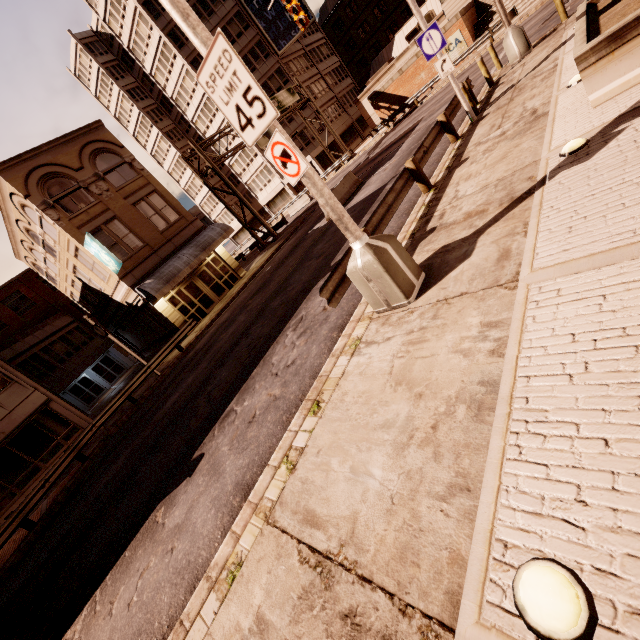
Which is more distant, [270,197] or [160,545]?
[270,197]

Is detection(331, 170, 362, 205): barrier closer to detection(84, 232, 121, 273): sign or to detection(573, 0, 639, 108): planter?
detection(573, 0, 639, 108): planter

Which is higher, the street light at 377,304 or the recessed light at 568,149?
the street light at 377,304

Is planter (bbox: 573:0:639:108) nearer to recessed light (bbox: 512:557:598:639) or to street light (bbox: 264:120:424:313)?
street light (bbox: 264:120:424:313)

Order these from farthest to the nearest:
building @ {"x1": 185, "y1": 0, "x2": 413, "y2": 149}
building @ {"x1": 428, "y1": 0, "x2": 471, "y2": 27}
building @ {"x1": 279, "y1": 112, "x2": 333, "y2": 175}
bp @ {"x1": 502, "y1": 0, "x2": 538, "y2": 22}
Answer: building @ {"x1": 279, "y1": 112, "x2": 333, "y2": 175}
building @ {"x1": 185, "y1": 0, "x2": 413, "y2": 149}
building @ {"x1": 428, "y1": 0, "x2": 471, "y2": 27}
bp @ {"x1": 502, "y1": 0, "x2": 538, "y2": 22}

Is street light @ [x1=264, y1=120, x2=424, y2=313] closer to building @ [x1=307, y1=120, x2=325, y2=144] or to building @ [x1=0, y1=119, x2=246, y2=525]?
building @ [x1=0, y1=119, x2=246, y2=525]

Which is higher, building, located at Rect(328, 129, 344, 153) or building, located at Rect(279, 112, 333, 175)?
building, located at Rect(328, 129, 344, 153)

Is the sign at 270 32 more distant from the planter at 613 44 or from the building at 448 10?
the planter at 613 44
